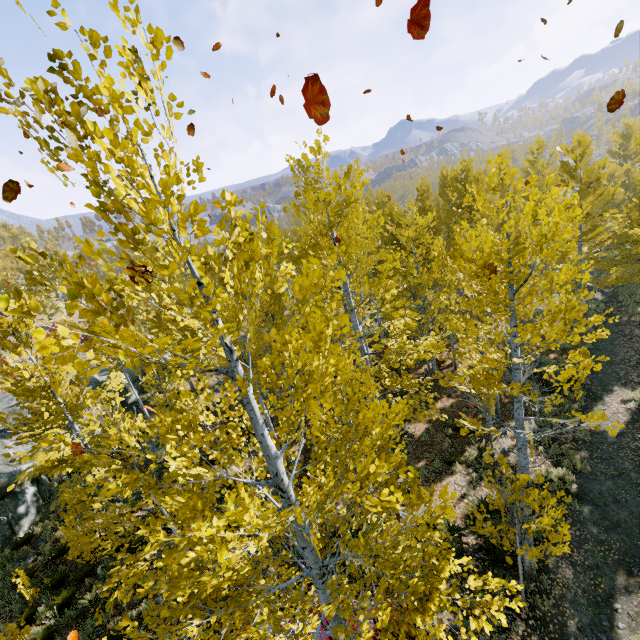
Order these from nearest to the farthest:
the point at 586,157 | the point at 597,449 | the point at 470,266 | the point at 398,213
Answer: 1. the point at 470,266
2. the point at 597,449
3. the point at 398,213
4. the point at 586,157

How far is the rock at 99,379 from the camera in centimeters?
1915cm

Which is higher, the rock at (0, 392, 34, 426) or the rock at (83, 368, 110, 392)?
the rock at (0, 392, 34, 426)

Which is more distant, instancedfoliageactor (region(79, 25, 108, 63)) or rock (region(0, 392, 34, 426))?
rock (region(0, 392, 34, 426))

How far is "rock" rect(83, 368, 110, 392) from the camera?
19.15m

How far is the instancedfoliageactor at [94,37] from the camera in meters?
2.4 m

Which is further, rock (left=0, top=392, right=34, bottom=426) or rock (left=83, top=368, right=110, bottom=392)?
rock (left=83, top=368, right=110, bottom=392)
